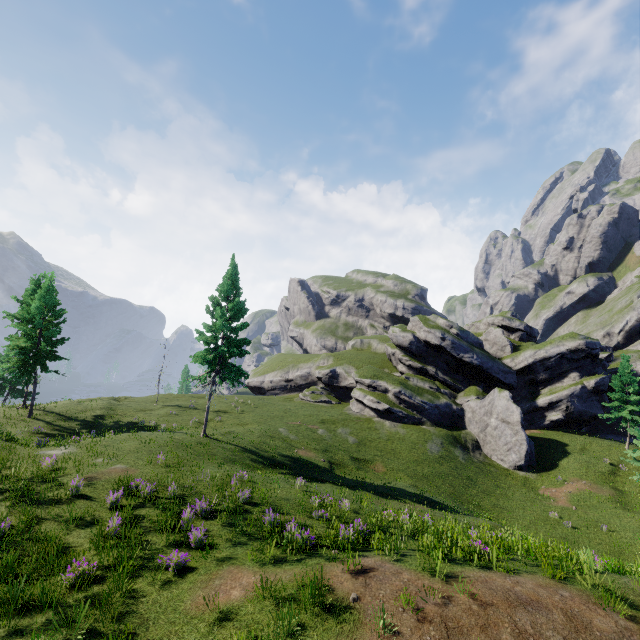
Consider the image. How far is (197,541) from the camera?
10.7 meters
